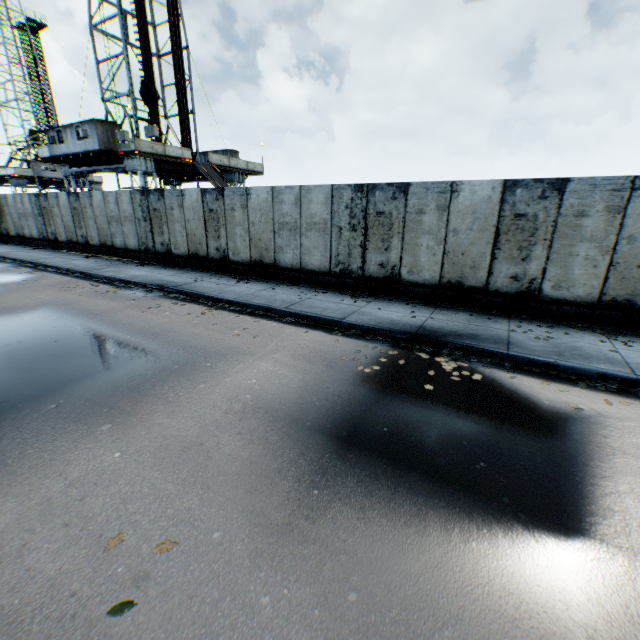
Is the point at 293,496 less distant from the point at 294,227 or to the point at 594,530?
the point at 594,530

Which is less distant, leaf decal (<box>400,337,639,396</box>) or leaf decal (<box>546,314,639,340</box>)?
leaf decal (<box>400,337,639,396</box>)

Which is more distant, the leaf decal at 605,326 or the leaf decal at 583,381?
the leaf decal at 605,326

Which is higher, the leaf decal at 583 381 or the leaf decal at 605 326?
the leaf decal at 605 326

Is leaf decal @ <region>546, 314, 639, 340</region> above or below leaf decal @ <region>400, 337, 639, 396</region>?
above
